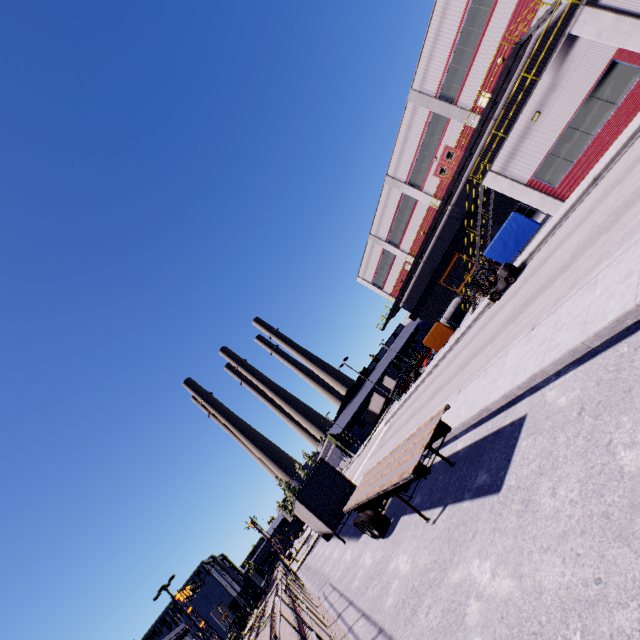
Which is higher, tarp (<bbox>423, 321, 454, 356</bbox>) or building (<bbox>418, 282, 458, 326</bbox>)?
building (<bbox>418, 282, 458, 326</bbox>)

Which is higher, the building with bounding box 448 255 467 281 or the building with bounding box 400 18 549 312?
the building with bounding box 400 18 549 312

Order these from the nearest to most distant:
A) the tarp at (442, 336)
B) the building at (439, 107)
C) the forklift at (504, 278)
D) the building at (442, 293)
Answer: the forklift at (504, 278) → the building at (439, 107) → the tarp at (442, 336) → the building at (442, 293)

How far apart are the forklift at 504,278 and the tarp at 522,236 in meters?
3.3

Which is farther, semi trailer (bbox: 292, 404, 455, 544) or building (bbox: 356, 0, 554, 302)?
building (bbox: 356, 0, 554, 302)

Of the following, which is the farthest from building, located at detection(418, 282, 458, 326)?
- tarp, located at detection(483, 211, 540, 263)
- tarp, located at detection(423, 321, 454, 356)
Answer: tarp, located at detection(423, 321, 454, 356)

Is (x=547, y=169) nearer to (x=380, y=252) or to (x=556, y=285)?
(x=556, y=285)

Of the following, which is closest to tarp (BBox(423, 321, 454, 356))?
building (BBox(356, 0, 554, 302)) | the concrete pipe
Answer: building (BBox(356, 0, 554, 302))
